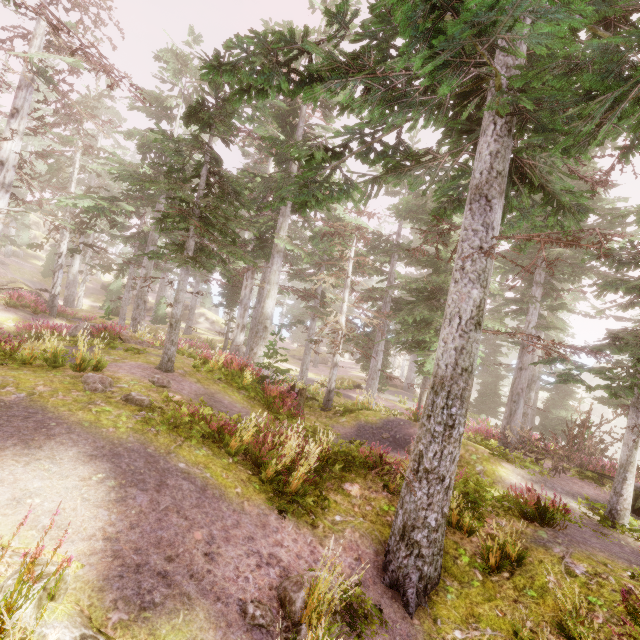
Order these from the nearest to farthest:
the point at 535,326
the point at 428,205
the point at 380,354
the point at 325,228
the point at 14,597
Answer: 1. the point at 14,597
2. the point at 535,326
3. the point at 325,228
4. the point at 428,205
5. the point at 380,354

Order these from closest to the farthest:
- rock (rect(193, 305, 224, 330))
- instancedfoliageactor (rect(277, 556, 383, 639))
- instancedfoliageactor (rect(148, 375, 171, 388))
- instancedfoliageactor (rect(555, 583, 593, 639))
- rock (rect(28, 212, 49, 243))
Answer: instancedfoliageactor (rect(277, 556, 383, 639)) < instancedfoliageactor (rect(555, 583, 593, 639)) < instancedfoliageactor (rect(148, 375, 171, 388)) < rock (rect(193, 305, 224, 330)) < rock (rect(28, 212, 49, 243))

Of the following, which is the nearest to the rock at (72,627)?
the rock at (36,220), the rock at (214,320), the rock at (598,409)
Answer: the rock at (36,220)

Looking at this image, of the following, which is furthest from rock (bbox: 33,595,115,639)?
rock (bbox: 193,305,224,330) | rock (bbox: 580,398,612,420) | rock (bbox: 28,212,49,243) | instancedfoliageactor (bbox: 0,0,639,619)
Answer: rock (bbox: 580,398,612,420)

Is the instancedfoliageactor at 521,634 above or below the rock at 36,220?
below

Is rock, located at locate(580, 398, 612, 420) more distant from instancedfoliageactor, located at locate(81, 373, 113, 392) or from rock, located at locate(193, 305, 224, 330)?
rock, located at locate(193, 305, 224, 330)

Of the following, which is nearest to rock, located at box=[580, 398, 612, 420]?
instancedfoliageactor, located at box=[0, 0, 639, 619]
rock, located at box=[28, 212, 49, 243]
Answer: instancedfoliageactor, located at box=[0, 0, 639, 619]
